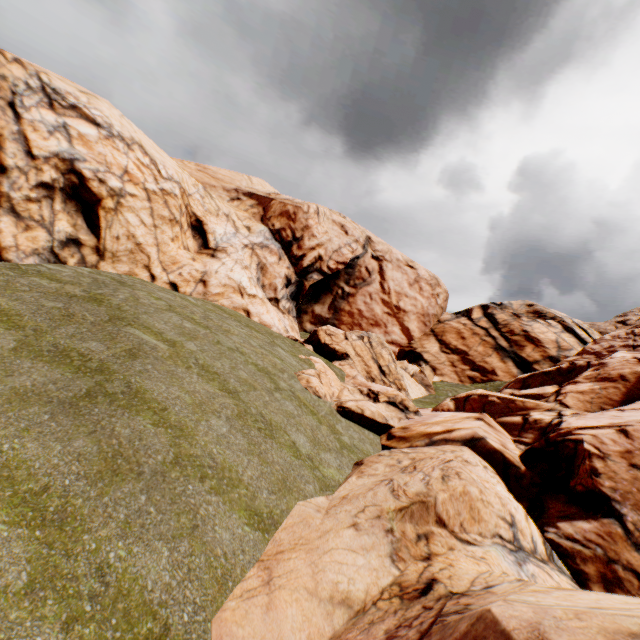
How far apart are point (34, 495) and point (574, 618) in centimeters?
811cm
